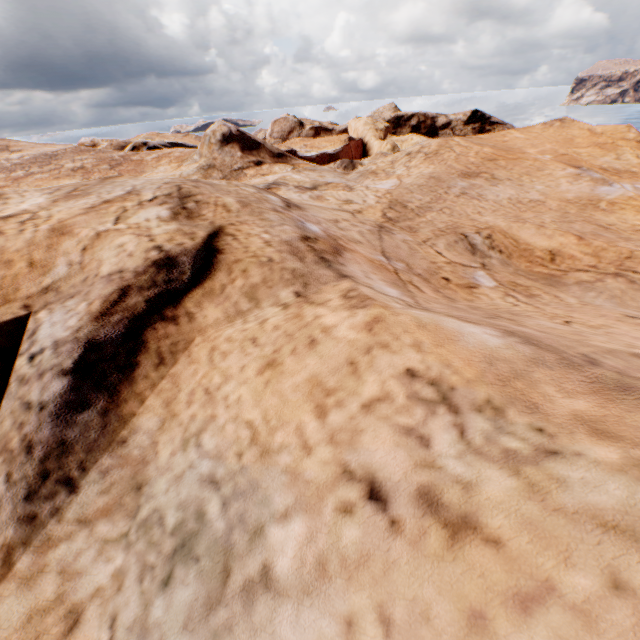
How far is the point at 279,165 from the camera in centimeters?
Answer: 1927cm
